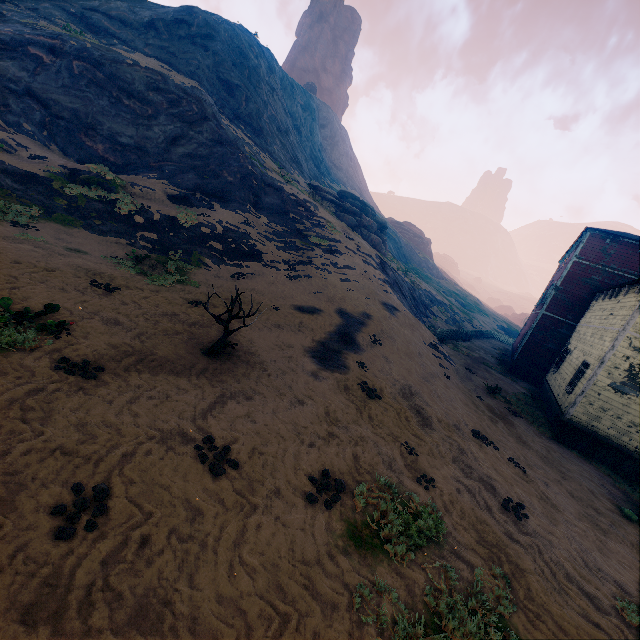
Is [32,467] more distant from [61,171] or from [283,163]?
[283,163]

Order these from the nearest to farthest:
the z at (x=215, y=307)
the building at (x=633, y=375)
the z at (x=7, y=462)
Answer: the z at (x=7, y=462), the z at (x=215, y=307), the building at (x=633, y=375)

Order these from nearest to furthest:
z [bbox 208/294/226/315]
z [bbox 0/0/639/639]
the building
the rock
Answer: z [bbox 0/0/639/639] < z [bbox 208/294/226/315] < the building < the rock

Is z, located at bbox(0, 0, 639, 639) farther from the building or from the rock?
the rock

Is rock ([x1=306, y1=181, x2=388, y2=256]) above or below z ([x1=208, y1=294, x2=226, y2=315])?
above

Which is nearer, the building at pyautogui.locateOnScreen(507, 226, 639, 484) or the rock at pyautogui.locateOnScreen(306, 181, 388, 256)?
the building at pyautogui.locateOnScreen(507, 226, 639, 484)

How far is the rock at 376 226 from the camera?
32.9 meters
